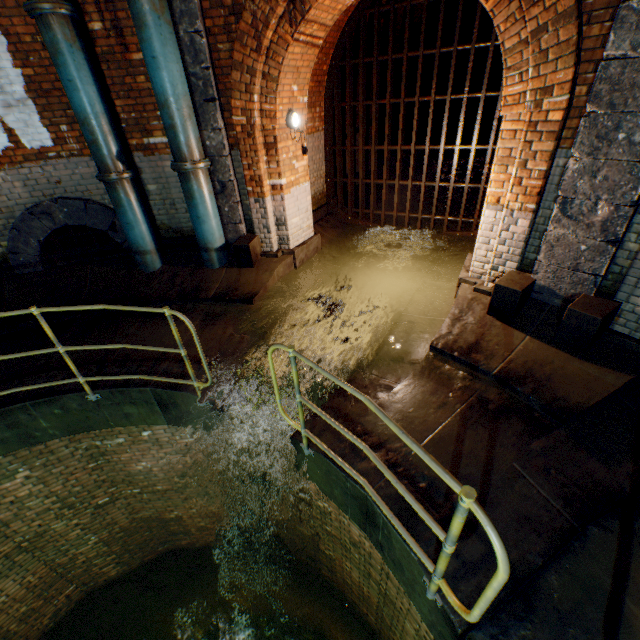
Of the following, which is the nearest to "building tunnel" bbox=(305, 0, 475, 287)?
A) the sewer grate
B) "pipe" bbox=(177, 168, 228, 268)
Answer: the sewer grate

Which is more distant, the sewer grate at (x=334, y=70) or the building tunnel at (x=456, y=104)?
the building tunnel at (x=456, y=104)

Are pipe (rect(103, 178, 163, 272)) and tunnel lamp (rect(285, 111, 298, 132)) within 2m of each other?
no

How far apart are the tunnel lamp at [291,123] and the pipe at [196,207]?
1.49m

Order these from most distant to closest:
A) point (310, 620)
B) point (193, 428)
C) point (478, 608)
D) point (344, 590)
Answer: point (310, 620) < point (344, 590) < point (193, 428) < point (478, 608)

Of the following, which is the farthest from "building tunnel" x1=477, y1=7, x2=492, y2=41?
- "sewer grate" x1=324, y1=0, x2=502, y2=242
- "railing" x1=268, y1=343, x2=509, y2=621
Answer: "railing" x1=268, y1=343, x2=509, y2=621

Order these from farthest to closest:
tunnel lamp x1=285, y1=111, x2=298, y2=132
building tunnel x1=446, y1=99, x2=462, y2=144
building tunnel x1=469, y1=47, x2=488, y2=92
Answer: building tunnel x1=446, y1=99, x2=462, y2=144
building tunnel x1=469, y1=47, x2=488, y2=92
tunnel lamp x1=285, y1=111, x2=298, y2=132

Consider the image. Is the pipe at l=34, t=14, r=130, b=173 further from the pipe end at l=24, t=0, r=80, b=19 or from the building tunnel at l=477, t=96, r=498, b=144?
the building tunnel at l=477, t=96, r=498, b=144
